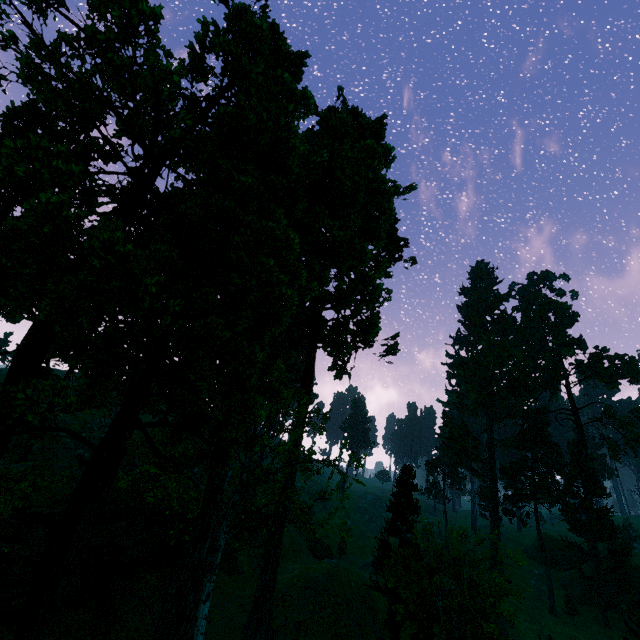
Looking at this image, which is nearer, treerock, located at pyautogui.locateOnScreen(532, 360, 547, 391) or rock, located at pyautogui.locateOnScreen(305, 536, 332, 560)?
rock, located at pyautogui.locateOnScreen(305, 536, 332, 560)

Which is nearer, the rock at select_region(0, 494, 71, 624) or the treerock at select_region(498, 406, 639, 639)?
the rock at select_region(0, 494, 71, 624)

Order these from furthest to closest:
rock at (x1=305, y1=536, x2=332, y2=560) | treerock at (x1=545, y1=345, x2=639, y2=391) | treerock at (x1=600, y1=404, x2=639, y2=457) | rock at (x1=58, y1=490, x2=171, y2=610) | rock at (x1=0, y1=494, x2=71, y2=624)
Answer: treerock at (x1=545, y1=345, x2=639, y2=391) < treerock at (x1=600, y1=404, x2=639, y2=457) < rock at (x1=305, y1=536, x2=332, y2=560) < rock at (x1=58, y1=490, x2=171, y2=610) < rock at (x1=0, y1=494, x2=71, y2=624)

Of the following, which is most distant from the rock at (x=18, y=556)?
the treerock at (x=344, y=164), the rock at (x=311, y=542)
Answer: the rock at (x=311, y=542)

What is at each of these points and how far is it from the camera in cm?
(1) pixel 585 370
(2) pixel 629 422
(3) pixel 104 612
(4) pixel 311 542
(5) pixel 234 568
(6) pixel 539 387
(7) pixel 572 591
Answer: (1) treerock, 5488
(2) treerock, 5588
(3) treerock, 1609
(4) rock, 5150
(5) rock, 3262
(6) treerock, 5803
(7) treerock, 5081

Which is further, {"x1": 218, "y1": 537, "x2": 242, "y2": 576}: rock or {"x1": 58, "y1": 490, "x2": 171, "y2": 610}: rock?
{"x1": 218, "y1": 537, "x2": 242, "y2": 576}: rock

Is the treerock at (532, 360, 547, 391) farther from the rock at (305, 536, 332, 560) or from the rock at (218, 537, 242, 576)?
the rock at (305, 536, 332, 560)
